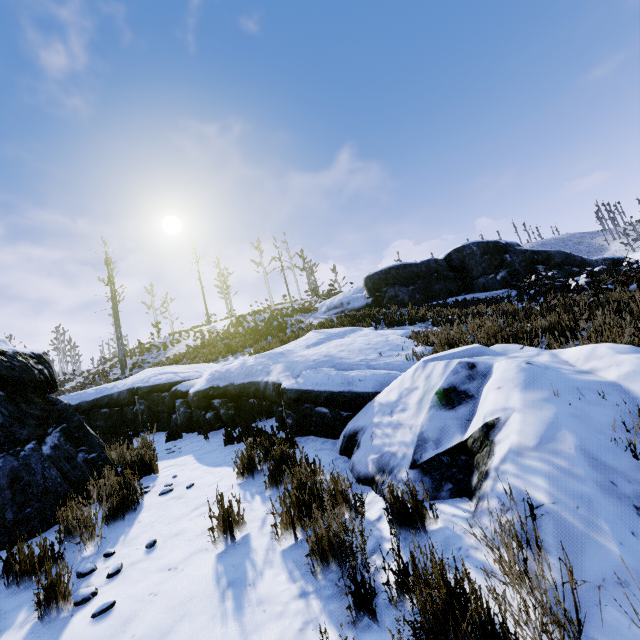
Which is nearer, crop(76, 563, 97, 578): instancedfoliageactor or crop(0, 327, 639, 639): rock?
crop(0, 327, 639, 639): rock

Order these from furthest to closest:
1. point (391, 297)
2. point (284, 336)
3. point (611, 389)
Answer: point (391, 297), point (284, 336), point (611, 389)

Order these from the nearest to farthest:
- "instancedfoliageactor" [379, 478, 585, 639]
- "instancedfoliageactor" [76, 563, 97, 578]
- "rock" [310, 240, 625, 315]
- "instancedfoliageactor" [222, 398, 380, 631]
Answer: "instancedfoliageactor" [379, 478, 585, 639] < "instancedfoliageactor" [222, 398, 380, 631] < "instancedfoliageactor" [76, 563, 97, 578] < "rock" [310, 240, 625, 315]

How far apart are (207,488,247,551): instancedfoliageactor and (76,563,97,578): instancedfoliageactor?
1.13m

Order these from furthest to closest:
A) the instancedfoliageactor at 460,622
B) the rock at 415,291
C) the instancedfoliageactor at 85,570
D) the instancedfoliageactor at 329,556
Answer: the rock at 415,291 → the instancedfoliageactor at 85,570 → the instancedfoliageactor at 329,556 → the instancedfoliageactor at 460,622

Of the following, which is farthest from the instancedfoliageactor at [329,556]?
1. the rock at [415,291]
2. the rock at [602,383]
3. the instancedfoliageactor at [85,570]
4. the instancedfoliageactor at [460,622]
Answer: the rock at [415,291]

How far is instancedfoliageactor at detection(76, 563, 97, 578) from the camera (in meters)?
2.77

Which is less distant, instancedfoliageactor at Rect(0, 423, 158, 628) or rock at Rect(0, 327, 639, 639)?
rock at Rect(0, 327, 639, 639)
